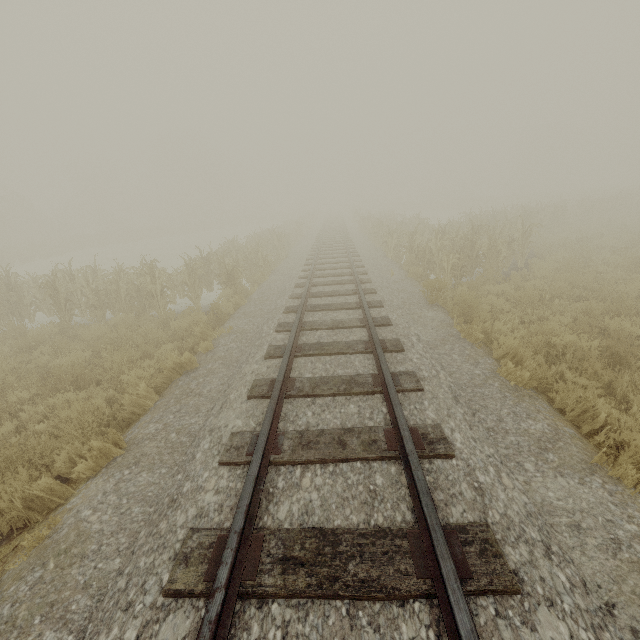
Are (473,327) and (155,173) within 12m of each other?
no
